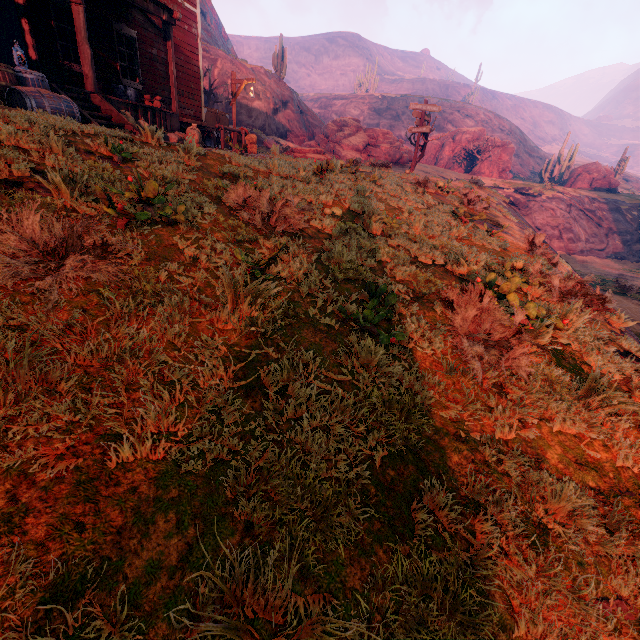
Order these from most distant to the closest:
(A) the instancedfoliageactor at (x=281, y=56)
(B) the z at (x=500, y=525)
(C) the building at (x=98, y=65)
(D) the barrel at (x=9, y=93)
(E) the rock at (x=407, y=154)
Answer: (A) the instancedfoliageactor at (x=281, y=56), (E) the rock at (x=407, y=154), (C) the building at (x=98, y=65), (D) the barrel at (x=9, y=93), (B) the z at (x=500, y=525)

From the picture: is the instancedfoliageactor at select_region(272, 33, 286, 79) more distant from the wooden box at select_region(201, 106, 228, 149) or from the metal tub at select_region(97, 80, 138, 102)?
the metal tub at select_region(97, 80, 138, 102)

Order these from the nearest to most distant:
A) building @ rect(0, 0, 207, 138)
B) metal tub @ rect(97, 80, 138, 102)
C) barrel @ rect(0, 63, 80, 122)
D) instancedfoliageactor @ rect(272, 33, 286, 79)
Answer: barrel @ rect(0, 63, 80, 122) → building @ rect(0, 0, 207, 138) → metal tub @ rect(97, 80, 138, 102) → instancedfoliageactor @ rect(272, 33, 286, 79)

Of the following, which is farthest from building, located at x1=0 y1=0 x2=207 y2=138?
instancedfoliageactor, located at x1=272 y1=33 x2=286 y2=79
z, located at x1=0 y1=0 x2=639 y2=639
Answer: instancedfoliageactor, located at x1=272 y1=33 x2=286 y2=79

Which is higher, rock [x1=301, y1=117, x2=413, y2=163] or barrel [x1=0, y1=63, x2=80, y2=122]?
rock [x1=301, y1=117, x2=413, y2=163]

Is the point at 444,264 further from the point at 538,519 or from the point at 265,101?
the point at 265,101

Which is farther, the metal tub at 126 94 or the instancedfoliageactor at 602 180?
the instancedfoliageactor at 602 180

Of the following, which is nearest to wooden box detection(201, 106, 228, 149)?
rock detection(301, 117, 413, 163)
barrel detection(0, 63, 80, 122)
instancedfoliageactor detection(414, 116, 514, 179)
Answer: barrel detection(0, 63, 80, 122)
